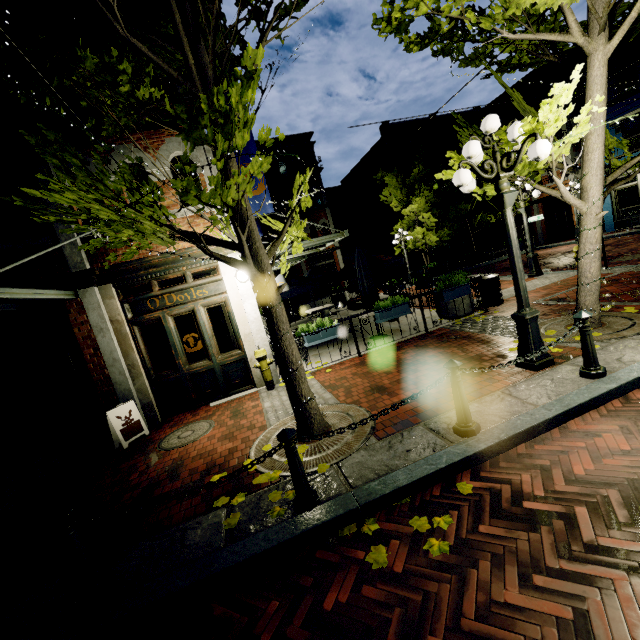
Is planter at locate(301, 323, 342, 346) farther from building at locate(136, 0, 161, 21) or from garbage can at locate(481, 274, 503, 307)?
garbage can at locate(481, 274, 503, 307)

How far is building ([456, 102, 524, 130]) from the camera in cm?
2422

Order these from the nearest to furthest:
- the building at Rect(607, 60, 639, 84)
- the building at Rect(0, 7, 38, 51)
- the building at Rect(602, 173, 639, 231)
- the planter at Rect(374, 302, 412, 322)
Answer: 1. the building at Rect(0, 7, 38, 51)
2. the planter at Rect(374, 302, 412, 322)
3. the building at Rect(607, 60, 639, 84)
4. the building at Rect(602, 173, 639, 231)

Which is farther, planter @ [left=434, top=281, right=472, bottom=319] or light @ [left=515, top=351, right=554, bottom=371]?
planter @ [left=434, top=281, right=472, bottom=319]

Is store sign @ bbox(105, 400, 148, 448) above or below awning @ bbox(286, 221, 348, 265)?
below

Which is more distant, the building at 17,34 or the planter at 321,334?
the planter at 321,334

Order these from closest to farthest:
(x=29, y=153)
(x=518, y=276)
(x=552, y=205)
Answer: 1. (x=518, y=276)
2. (x=29, y=153)
3. (x=552, y=205)

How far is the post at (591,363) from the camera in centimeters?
404cm
